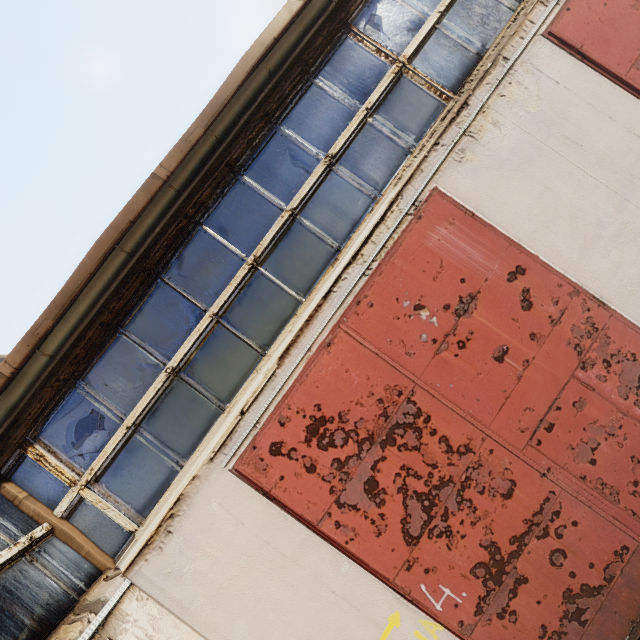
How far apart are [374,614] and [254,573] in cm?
129
